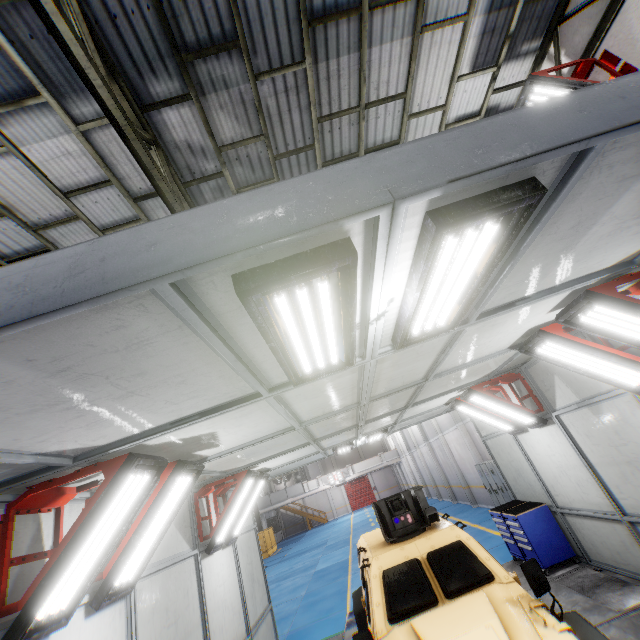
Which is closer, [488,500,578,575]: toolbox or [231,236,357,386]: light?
[231,236,357,386]: light

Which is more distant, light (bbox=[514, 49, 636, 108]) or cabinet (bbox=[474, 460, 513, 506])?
cabinet (bbox=[474, 460, 513, 506])

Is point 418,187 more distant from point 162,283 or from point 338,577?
point 338,577

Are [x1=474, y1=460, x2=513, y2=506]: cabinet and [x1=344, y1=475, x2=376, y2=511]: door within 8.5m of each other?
no

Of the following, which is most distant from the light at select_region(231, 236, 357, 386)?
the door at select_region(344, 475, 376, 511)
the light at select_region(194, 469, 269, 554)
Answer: the door at select_region(344, 475, 376, 511)

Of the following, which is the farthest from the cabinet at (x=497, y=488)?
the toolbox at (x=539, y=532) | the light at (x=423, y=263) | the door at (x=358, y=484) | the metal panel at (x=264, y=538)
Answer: the door at (x=358, y=484)

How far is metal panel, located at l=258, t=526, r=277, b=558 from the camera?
31.2m

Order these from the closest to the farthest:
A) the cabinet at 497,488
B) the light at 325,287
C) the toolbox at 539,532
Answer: the light at 325,287 → the toolbox at 539,532 → the cabinet at 497,488
